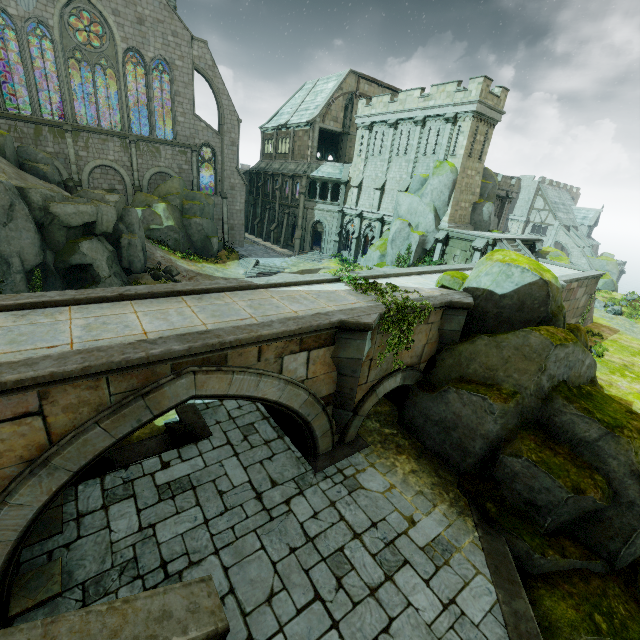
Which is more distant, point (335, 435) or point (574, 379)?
point (335, 435)

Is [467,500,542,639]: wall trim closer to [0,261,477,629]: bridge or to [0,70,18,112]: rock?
[0,261,477,629]: bridge

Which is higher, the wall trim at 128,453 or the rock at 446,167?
the rock at 446,167

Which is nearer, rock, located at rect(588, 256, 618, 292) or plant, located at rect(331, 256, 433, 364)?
plant, located at rect(331, 256, 433, 364)

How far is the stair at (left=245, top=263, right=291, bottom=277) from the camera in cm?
3212

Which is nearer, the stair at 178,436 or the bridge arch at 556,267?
the stair at 178,436

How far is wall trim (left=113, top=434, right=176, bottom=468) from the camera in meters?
9.6 m

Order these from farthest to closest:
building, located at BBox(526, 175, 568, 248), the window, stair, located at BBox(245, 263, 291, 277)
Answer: building, located at BBox(526, 175, 568, 248), the window, stair, located at BBox(245, 263, 291, 277)
